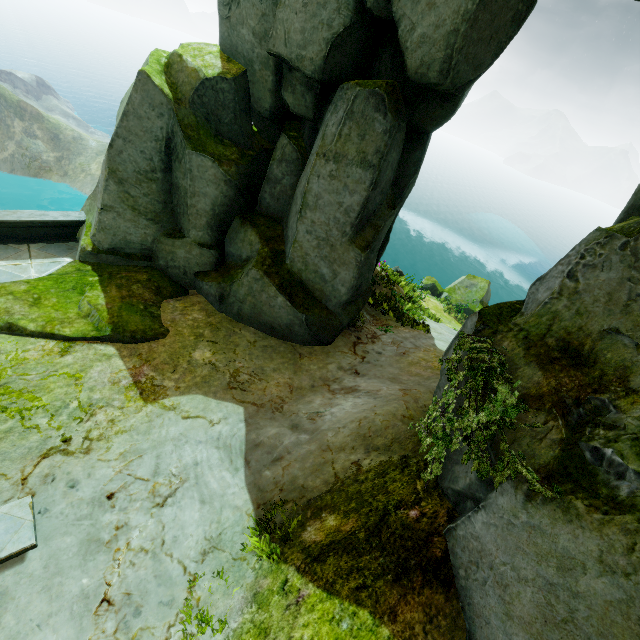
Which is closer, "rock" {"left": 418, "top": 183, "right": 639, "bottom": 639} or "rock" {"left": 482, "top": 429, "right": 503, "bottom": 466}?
"rock" {"left": 418, "top": 183, "right": 639, "bottom": 639}

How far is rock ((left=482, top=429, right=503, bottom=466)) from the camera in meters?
3.9 m

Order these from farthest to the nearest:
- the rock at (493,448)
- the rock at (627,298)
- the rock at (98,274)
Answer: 1. the rock at (98,274)
2. the rock at (493,448)
3. the rock at (627,298)

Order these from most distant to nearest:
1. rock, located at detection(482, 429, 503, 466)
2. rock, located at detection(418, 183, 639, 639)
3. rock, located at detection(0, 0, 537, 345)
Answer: rock, located at detection(0, 0, 537, 345), rock, located at detection(482, 429, 503, 466), rock, located at detection(418, 183, 639, 639)

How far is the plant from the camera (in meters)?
3.47

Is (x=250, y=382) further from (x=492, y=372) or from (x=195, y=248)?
(x=492, y=372)

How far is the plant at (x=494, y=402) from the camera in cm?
347
